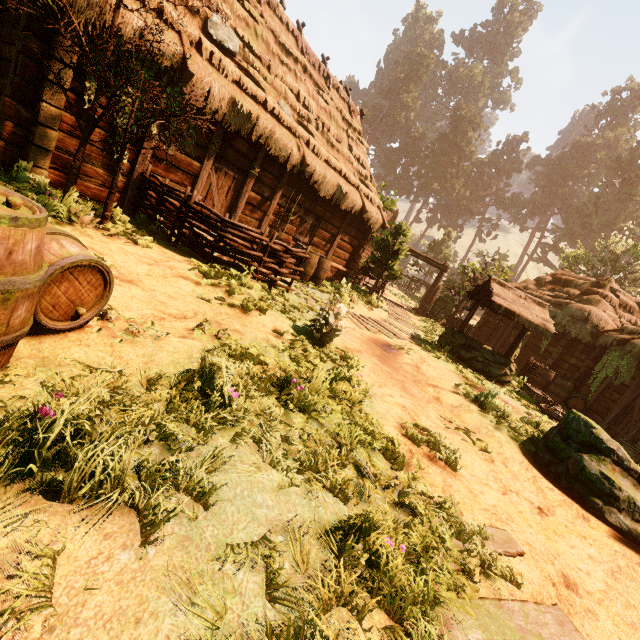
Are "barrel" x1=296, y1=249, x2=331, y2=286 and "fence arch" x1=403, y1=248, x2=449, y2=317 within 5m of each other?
no

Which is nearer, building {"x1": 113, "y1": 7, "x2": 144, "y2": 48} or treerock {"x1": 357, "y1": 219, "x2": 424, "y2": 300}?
building {"x1": 113, "y1": 7, "x2": 144, "y2": 48}

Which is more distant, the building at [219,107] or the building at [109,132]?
the building at [219,107]

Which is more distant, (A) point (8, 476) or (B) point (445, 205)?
(B) point (445, 205)

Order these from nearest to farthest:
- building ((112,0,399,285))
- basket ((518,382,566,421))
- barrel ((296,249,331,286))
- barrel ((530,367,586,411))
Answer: building ((112,0,399,285)) → basket ((518,382,566,421)) → barrel ((296,249,331,286)) → barrel ((530,367,586,411))

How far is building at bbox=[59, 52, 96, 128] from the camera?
5.6 meters

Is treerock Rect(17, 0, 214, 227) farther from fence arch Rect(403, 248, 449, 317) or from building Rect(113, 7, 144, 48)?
fence arch Rect(403, 248, 449, 317)

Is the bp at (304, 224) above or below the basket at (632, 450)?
above
